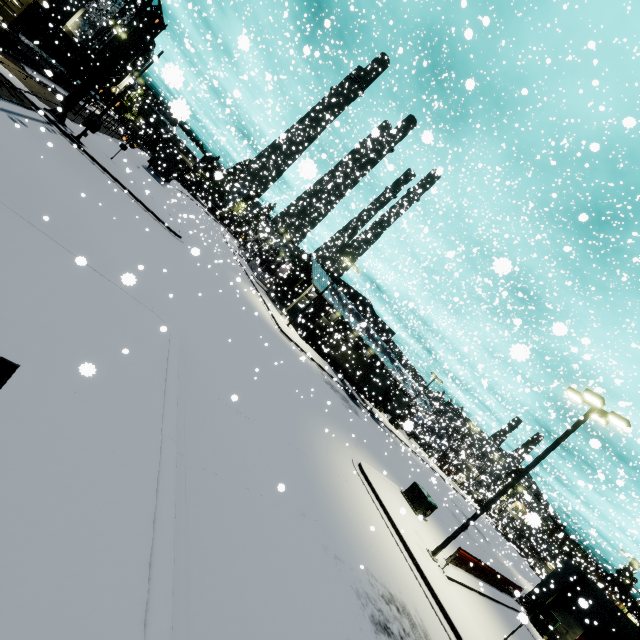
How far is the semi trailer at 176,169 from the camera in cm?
3800

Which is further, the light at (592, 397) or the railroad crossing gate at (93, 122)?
the railroad crossing gate at (93, 122)

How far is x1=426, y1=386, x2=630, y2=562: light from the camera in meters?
13.4

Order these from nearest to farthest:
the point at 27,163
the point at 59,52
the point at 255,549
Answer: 1. the point at 255,549
2. the point at 27,163
3. the point at 59,52

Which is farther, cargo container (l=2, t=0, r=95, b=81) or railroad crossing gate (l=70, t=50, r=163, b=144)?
cargo container (l=2, t=0, r=95, b=81)

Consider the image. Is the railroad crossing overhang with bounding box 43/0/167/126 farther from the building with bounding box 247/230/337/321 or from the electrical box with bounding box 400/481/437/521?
the electrical box with bounding box 400/481/437/521

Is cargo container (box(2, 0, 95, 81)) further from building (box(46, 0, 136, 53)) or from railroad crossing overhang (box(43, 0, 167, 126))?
railroad crossing overhang (box(43, 0, 167, 126))

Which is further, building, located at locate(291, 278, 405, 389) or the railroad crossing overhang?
building, located at locate(291, 278, 405, 389)
